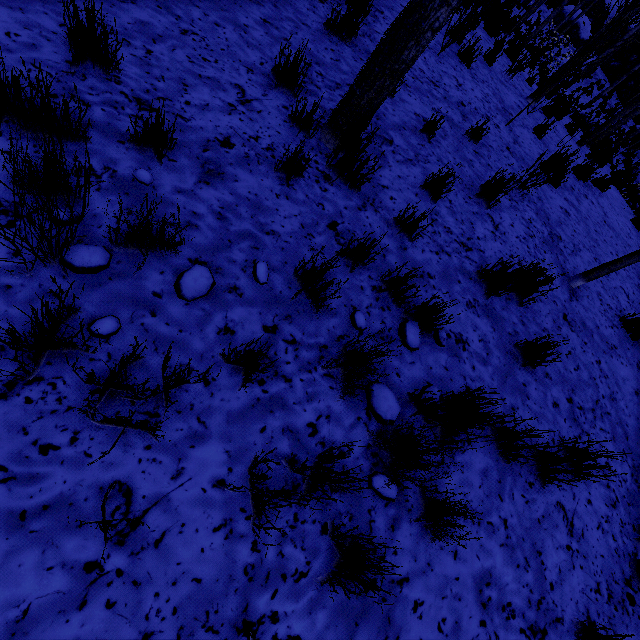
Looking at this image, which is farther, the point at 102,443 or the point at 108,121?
the point at 108,121

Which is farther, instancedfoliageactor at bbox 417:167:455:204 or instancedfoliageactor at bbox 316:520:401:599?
instancedfoliageactor at bbox 417:167:455:204

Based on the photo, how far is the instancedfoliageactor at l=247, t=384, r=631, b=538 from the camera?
1.5 meters

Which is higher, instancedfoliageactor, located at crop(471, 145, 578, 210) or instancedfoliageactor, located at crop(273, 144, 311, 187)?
instancedfoliageactor, located at crop(471, 145, 578, 210)

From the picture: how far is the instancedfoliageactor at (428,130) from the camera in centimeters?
366cm

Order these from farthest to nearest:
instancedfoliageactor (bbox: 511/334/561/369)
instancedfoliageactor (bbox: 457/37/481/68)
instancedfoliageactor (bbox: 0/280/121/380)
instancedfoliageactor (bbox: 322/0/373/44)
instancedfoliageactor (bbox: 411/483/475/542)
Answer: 1. instancedfoliageactor (bbox: 457/37/481/68)
2. instancedfoliageactor (bbox: 322/0/373/44)
3. instancedfoliageactor (bbox: 511/334/561/369)
4. instancedfoliageactor (bbox: 411/483/475/542)
5. instancedfoliageactor (bbox: 0/280/121/380)

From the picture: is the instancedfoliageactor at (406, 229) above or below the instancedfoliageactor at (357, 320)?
above
